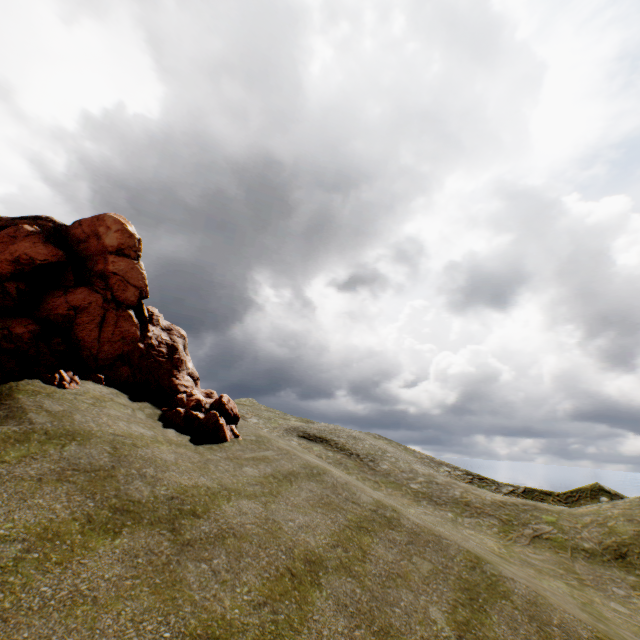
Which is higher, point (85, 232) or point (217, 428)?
point (85, 232)
